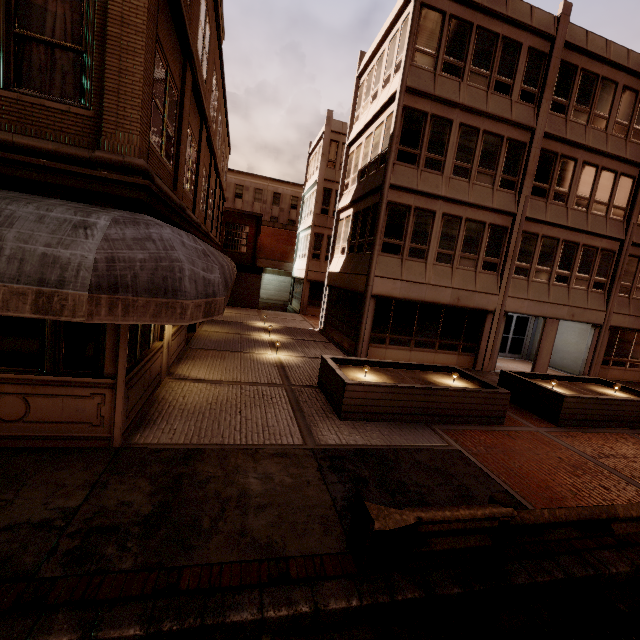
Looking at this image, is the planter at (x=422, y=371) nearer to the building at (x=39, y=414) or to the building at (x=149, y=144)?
the building at (x=149, y=144)

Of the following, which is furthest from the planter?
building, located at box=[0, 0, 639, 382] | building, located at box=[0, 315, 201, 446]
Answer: building, located at box=[0, 315, 201, 446]

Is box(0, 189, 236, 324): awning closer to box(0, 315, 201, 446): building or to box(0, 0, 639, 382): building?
box(0, 315, 201, 446): building

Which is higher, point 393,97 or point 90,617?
point 393,97

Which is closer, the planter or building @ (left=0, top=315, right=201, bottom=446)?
building @ (left=0, top=315, right=201, bottom=446)

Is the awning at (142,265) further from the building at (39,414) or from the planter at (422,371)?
the planter at (422,371)

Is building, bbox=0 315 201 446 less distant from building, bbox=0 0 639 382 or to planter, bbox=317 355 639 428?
planter, bbox=317 355 639 428

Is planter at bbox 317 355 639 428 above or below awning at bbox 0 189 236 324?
below
